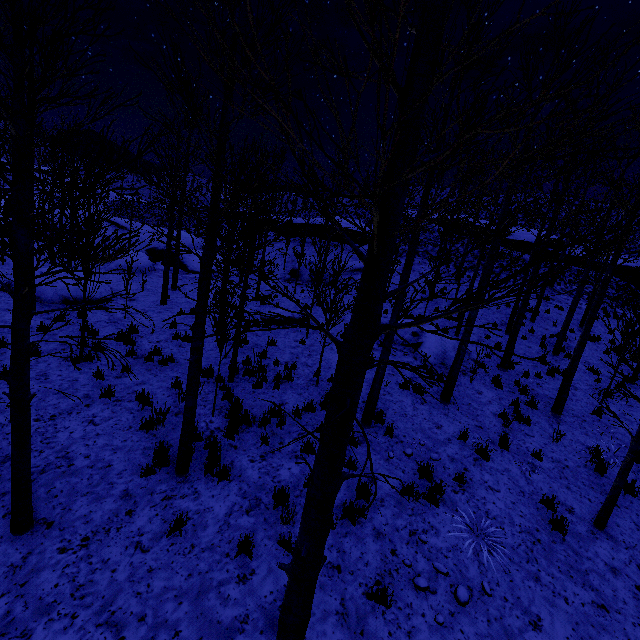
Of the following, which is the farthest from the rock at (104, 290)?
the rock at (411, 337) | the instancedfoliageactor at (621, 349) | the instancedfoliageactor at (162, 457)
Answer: the rock at (411, 337)

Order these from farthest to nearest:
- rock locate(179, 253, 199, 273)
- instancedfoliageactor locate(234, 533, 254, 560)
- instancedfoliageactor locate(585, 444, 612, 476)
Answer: rock locate(179, 253, 199, 273) < instancedfoliageactor locate(585, 444, 612, 476) < instancedfoliageactor locate(234, 533, 254, 560)

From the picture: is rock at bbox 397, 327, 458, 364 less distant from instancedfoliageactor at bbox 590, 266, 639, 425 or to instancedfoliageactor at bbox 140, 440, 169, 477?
instancedfoliageactor at bbox 590, 266, 639, 425

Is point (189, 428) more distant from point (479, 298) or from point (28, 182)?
point (28, 182)

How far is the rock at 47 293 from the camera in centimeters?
1159cm

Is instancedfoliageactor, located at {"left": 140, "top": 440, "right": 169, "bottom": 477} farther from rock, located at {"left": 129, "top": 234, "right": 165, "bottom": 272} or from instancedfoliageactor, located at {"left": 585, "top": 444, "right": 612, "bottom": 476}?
rock, located at {"left": 129, "top": 234, "right": 165, "bottom": 272}

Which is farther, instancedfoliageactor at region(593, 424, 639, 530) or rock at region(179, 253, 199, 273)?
rock at region(179, 253, 199, 273)

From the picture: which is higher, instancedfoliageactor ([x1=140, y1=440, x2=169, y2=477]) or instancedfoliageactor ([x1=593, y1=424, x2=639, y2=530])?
instancedfoliageactor ([x1=593, y1=424, x2=639, y2=530])
